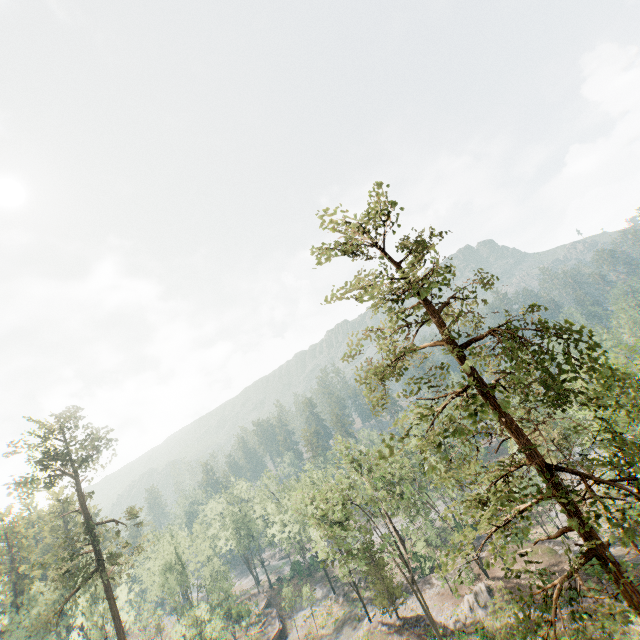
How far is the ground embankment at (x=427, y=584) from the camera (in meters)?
41.94

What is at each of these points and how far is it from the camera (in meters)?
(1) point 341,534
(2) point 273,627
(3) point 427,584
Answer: (1) foliage, 40.97
(2) ground embankment, 51.41
(3) ground embankment, 43.31

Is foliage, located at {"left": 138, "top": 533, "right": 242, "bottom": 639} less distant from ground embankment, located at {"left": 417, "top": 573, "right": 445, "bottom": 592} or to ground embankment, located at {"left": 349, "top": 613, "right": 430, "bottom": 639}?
ground embankment, located at {"left": 349, "top": 613, "right": 430, "bottom": 639}

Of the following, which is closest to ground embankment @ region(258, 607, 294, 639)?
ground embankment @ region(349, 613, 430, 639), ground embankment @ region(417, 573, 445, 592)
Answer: ground embankment @ region(417, 573, 445, 592)

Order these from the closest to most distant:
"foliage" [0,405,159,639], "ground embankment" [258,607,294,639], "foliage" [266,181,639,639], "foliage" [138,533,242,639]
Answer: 1. "foliage" [266,181,639,639]
2. "foliage" [0,405,159,639]
3. "foliage" [138,533,242,639]
4. "ground embankment" [258,607,294,639]

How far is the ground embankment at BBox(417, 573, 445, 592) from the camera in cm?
4194

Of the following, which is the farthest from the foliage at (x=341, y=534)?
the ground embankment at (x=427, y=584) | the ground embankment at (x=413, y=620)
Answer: the ground embankment at (x=427, y=584)
